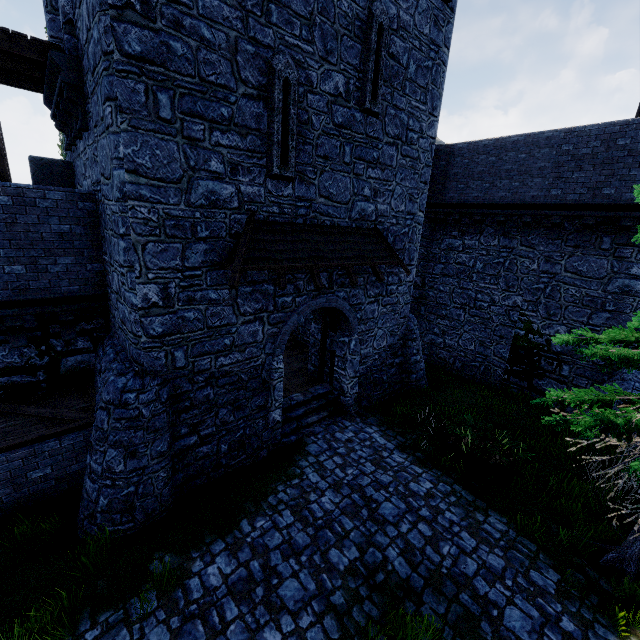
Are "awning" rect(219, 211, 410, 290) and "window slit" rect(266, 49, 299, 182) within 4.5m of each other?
yes

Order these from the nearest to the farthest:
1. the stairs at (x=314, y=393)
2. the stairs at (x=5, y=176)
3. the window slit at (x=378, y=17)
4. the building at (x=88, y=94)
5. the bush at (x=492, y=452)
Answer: the building at (x=88, y=94)
the stairs at (x=5, y=176)
the window slit at (x=378, y=17)
the bush at (x=492, y=452)
the stairs at (x=314, y=393)

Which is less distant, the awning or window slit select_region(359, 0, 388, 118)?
the awning

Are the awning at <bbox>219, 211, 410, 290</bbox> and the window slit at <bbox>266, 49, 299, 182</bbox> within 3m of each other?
yes

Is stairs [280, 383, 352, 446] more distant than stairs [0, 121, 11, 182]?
Yes

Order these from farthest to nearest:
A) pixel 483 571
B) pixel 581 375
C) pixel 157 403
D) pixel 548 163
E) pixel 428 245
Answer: pixel 428 245, pixel 581 375, pixel 548 163, pixel 157 403, pixel 483 571

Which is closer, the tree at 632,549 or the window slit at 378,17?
the tree at 632,549

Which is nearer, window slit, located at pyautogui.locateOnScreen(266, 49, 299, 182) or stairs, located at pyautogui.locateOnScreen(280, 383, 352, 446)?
window slit, located at pyautogui.locateOnScreen(266, 49, 299, 182)
